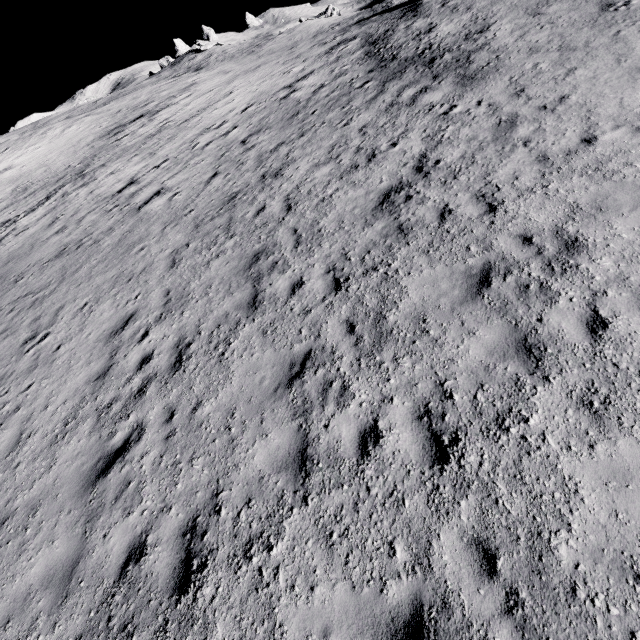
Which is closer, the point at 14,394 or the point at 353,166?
the point at 14,394
